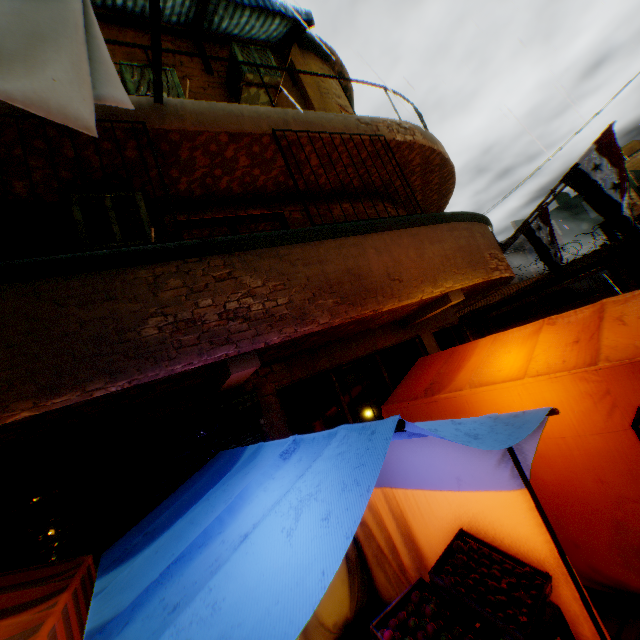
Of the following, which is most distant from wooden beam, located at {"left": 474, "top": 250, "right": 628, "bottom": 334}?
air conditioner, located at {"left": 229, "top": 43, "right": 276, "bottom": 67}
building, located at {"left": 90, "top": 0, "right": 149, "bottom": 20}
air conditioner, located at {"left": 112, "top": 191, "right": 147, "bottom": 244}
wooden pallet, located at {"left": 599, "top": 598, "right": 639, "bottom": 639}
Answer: air conditioner, located at {"left": 112, "top": 191, "right": 147, "bottom": 244}

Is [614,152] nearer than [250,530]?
No

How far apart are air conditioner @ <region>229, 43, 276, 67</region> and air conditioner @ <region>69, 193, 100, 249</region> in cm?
275

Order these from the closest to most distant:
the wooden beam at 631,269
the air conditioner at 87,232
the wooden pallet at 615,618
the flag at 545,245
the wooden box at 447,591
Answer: the wooden box at 447,591 < the wooden pallet at 615,618 < the air conditioner at 87,232 < the flag at 545,245 < the wooden beam at 631,269

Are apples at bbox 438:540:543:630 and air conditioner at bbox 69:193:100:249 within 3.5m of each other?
no

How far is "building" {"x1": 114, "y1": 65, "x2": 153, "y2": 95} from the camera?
5.0 meters

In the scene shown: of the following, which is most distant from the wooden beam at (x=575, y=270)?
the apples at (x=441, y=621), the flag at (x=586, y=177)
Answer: the apples at (x=441, y=621)
